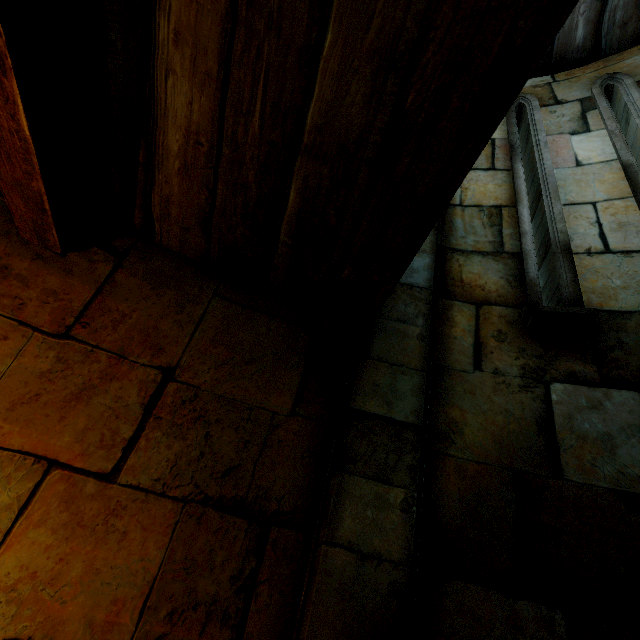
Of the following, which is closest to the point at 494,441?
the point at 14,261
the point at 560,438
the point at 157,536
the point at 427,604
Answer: the point at 560,438
